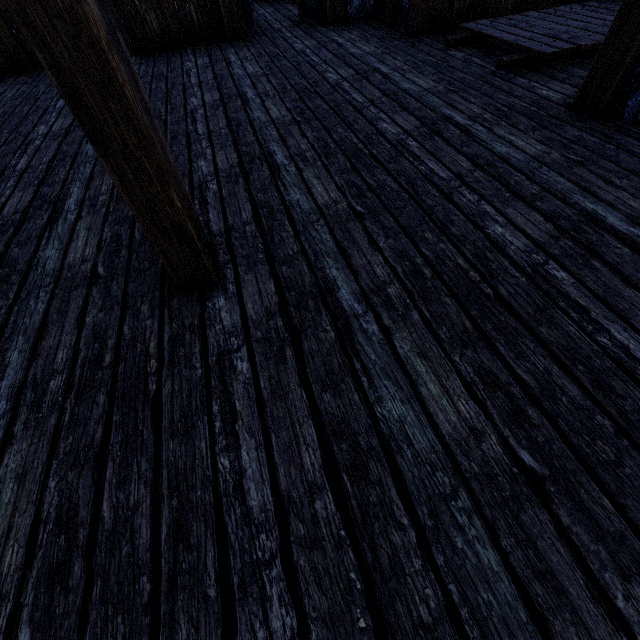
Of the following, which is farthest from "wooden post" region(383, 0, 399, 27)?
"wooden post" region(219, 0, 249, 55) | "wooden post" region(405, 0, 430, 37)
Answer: "wooden post" region(219, 0, 249, 55)

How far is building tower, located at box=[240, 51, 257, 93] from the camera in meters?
4.6 m

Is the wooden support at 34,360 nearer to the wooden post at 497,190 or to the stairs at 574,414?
the stairs at 574,414

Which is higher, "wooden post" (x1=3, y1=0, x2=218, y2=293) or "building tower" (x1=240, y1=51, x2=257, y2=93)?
"wooden post" (x1=3, y1=0, x2=218, y2=293)

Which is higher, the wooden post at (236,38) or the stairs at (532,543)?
the wooden post at (236,38)

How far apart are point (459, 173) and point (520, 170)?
0.5m

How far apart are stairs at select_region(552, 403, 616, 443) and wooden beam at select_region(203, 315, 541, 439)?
0.0m

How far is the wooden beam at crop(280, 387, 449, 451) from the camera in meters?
1.5 m
